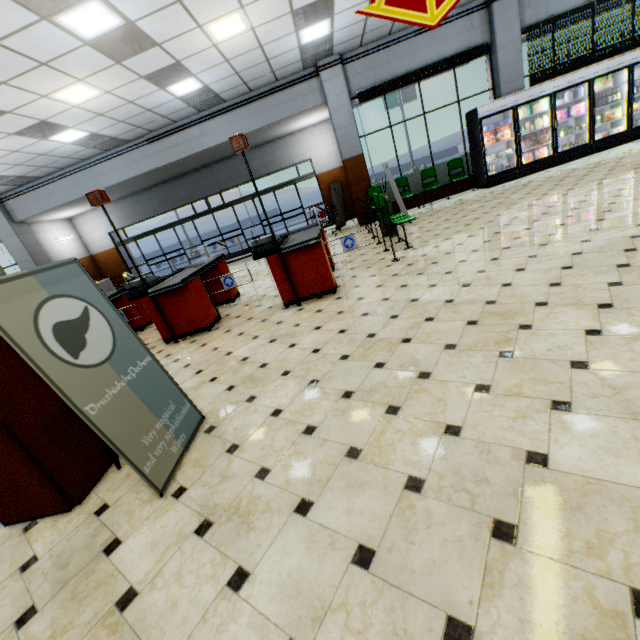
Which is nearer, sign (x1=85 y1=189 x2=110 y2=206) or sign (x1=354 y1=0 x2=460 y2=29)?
sign (x1=354 y1=0 x2=460 y2=29)

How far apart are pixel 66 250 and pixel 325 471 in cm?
1688

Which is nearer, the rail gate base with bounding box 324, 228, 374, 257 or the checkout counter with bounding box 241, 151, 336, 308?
the checkout counter with bounding box 241, 151, 336, 308

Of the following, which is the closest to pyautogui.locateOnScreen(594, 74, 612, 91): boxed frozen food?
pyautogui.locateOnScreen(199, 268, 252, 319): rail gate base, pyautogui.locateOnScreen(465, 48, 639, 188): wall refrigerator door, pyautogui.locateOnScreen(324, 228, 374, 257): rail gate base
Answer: pyautogui.locateOnScreen(465, 48, 639, 188): wall refrigerator door

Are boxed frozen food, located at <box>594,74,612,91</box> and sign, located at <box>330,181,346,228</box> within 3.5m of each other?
no

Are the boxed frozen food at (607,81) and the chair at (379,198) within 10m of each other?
yes

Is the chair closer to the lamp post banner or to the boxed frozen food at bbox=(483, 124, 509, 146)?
the boxed frozen food at bbox=(483, 124, 509, 146)

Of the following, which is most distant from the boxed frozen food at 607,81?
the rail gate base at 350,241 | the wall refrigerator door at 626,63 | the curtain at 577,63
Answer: the rail gate base at 350,241
